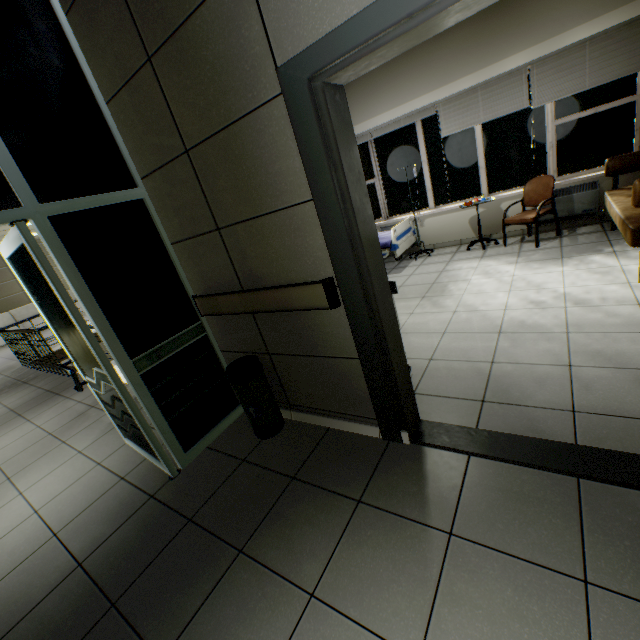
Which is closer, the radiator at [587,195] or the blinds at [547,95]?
the blinds at [547,95]

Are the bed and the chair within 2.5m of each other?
yes

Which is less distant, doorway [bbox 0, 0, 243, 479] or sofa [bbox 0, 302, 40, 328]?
doorway [bbox 0, 0, 243, 479]

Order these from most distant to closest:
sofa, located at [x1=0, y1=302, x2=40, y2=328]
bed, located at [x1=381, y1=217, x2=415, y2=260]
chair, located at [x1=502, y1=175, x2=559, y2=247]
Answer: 1. sofa, located at [x1=0, y1=302, x2=40, y2=328]
2. bed, located at [x1=381, y1=217, x2=415, y2=260]
3. chair, located at [x1=502, y1=175, x2=559, y2=247]

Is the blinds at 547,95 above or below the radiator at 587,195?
above

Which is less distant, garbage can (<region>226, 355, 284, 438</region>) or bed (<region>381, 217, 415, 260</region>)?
garbage can (<region>226, 355, 284, 438</region>)

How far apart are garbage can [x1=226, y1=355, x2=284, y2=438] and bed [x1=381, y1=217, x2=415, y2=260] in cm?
353

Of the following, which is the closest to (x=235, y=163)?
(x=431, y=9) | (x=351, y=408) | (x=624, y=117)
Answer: (x=431, y=9)
